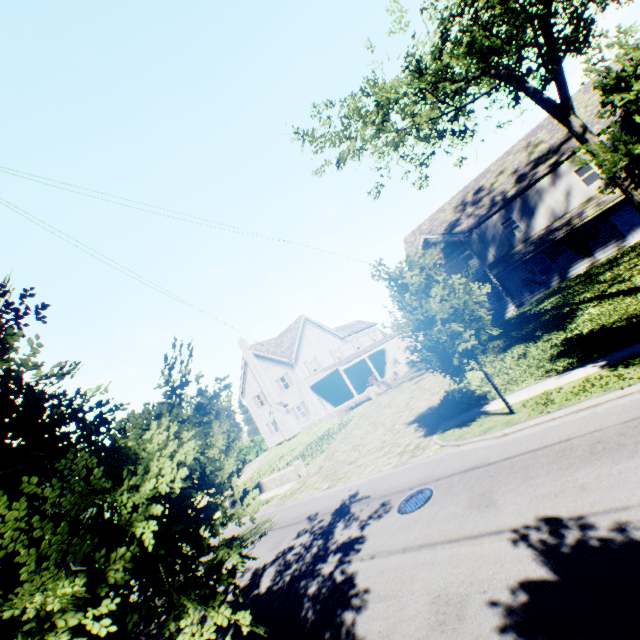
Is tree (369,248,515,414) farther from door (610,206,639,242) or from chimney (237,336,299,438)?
chimney (237,336,299,438)

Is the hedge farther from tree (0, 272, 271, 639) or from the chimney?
the chimney

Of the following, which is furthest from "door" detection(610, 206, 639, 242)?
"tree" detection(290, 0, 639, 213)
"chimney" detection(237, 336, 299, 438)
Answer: "chimney" detection(237, 336, 299, 438)

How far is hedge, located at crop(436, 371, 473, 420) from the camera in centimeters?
1375cm

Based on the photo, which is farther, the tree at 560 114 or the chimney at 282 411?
the chimney at 282 411

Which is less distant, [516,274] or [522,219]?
[522,219]

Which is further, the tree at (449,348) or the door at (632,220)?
the door at (632,220)
